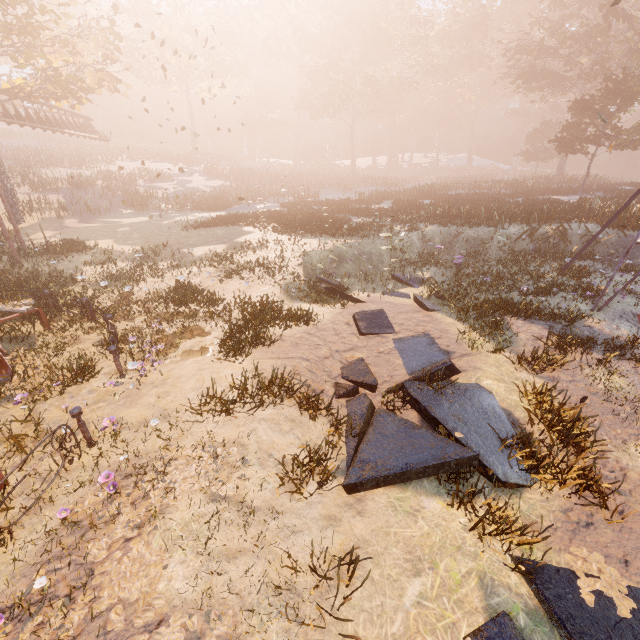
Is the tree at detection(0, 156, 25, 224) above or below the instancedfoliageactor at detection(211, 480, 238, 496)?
above

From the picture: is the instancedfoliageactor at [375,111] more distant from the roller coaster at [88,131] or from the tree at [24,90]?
the roller coaster at [88,131]

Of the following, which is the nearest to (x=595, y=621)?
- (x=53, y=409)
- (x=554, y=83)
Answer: (x=53, y=409)

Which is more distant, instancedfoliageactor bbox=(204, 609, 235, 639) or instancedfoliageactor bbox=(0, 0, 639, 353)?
instancedfoliageactor bbox=(0, 0, 639, 353)

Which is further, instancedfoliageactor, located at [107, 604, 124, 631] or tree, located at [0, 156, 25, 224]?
tree, located at [0, 156, 25, 224]

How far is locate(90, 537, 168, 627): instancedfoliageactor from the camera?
3.2 meters

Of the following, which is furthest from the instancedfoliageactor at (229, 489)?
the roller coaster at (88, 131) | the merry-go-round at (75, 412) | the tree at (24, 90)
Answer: the tree at (24, 90)

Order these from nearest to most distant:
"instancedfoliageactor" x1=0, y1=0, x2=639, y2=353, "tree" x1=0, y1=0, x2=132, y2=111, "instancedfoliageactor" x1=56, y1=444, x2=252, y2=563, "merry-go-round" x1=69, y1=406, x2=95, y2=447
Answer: "instancedfoliageactor" x1=56, y1=444, x2=252, y2=563
"merry-go-round" x1=69, y1=406, x2=95, y2=447
"instancedfoliageactor" x1=0, y1=0, x2=639, y2=353
"tree" x1=0, y1=0, x2=132, y2=111
